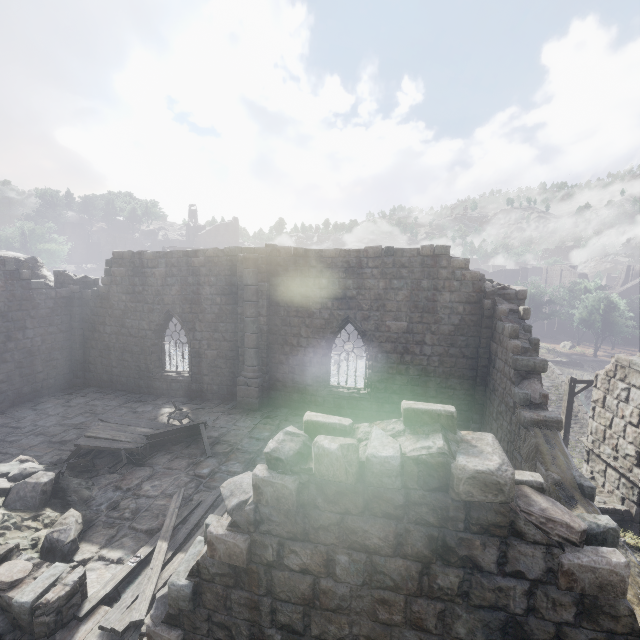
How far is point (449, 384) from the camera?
12.4 meters

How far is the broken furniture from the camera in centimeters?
953cm

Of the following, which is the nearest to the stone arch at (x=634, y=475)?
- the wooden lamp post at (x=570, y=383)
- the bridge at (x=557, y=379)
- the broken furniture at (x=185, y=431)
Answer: the wooden lamp post at (x=570, y=383)

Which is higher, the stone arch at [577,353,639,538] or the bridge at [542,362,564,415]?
the stone arch at [577,353,639,538]

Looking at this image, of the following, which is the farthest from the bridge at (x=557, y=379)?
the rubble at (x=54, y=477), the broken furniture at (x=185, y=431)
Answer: the rubble at (x=54, y=477)

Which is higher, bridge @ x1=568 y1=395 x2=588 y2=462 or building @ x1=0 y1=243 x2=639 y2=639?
building @ x1=0 y1=243 x2=639 y2=639

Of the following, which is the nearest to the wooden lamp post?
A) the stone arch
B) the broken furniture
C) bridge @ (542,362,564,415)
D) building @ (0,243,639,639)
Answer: the stone arch

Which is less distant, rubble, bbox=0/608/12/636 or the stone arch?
rubble, bbox=0/608/12/636
